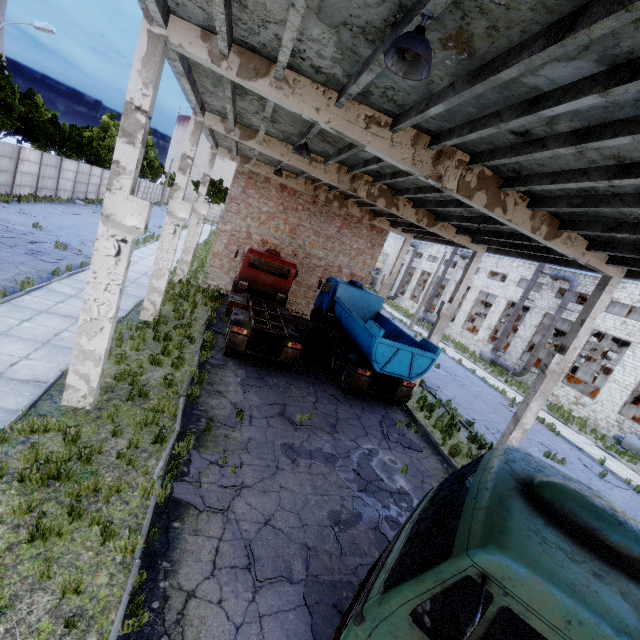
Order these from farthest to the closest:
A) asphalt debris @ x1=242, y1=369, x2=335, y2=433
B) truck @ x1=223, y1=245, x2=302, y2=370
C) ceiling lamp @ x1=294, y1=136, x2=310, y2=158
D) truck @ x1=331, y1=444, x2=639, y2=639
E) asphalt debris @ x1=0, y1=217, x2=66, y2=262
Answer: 1. asphalt debris @ x1=0, y1=217, x2=66, y2=262
2. truck @ x1=223, y1=245, x2=302, y2=370
3. asphalt debris @ x1=242, y1=369, x2=335, y2=433
4. ceiling lamp @ x1=294, y1=136, x2=310, y2=158
5. truck @ x1=331, y1=444, x2=639, y2=639

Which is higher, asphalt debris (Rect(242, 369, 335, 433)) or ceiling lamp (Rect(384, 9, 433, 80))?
A: ceiling lamp (Rect(384, 9, 433, 80))

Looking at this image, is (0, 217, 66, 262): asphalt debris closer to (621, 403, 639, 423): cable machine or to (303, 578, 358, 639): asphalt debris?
(303, 578, 358, 639): asphalt debris

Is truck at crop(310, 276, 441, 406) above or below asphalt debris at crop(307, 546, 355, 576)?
above

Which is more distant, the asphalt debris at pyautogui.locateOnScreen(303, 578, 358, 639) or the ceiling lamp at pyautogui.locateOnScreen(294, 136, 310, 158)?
the ceiling lamp at pyautogui.locateOnScreen(294, 136, 310, 158)

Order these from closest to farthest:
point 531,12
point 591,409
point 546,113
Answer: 1. point 531,12
2. point 546,113
3. point 591,409

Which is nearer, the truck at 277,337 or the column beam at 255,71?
the column beam at 255,71

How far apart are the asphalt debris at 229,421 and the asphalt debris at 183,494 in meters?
1.0 m
